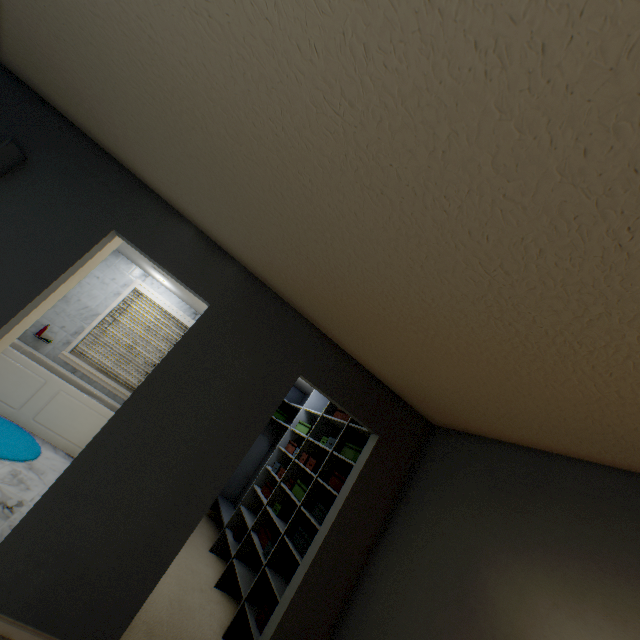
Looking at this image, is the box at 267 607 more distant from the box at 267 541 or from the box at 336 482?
the box at 336 482

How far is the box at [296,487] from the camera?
3.39m

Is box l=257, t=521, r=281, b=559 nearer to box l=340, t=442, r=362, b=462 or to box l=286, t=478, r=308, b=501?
box l=286, t=478, r=308, b=501

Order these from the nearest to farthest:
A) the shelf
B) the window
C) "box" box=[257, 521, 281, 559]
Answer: the shelf, "box" box=[257, 521, 281, 559], the window

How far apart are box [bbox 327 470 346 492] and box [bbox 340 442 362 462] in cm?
24

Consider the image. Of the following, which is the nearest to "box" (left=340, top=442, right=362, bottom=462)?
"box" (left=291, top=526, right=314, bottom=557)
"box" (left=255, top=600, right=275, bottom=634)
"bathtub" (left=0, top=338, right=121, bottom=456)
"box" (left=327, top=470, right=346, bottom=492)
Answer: "box" (left=327, top=470, right=346, bottom=492)

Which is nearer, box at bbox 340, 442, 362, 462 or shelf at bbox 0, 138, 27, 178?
shelf at bbox 0, 138, 27, 178

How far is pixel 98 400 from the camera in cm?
484
